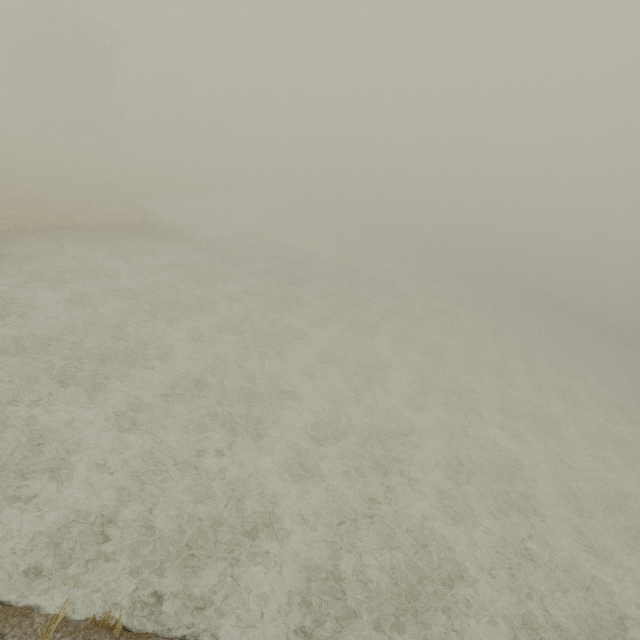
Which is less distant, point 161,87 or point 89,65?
point 89,65
